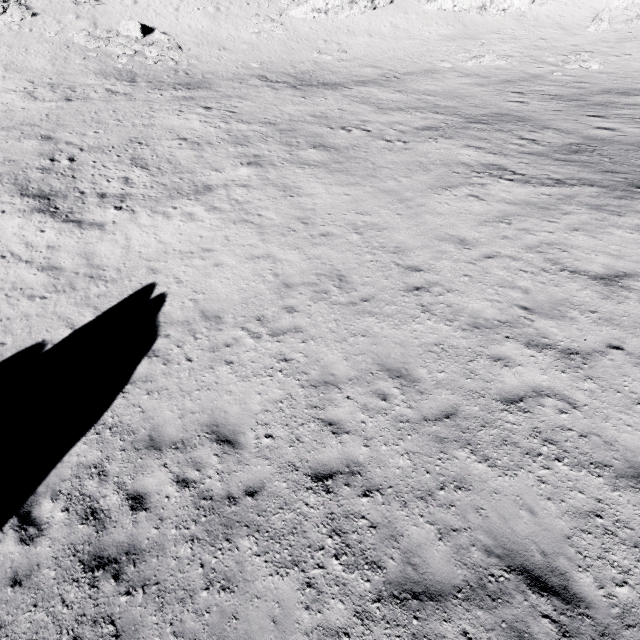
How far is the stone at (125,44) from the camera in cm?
3139

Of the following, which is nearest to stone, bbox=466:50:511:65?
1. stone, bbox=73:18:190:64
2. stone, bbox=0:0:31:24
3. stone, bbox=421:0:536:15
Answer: stone, bbox=421:0:536:15

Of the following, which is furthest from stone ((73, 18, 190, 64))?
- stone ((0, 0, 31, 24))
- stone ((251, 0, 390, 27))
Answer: stone ((251, 0, 390, 27))

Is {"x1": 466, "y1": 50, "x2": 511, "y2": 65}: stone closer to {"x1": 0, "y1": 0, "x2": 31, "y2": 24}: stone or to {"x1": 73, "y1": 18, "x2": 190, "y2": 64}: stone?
{"x1": 73, "y1": 18, "x2": 190, "y2": 64}: stone

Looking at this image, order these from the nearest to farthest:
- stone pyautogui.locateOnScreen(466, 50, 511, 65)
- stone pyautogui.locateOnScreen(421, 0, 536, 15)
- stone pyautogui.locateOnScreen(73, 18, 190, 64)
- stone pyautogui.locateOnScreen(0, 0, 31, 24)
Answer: stone pyautogui.locateOnScreen(466, 50, 511, 65) < stone pyautogui.locateOnScreen(73, 18, 190, 64) < stone pyautogui.locateOnScreen(0, 0, 31, 24) < stone pyautogui.locateOnScreen(421, 0, 536, 15)

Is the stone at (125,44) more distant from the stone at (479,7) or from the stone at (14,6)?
the stone at (479,7)

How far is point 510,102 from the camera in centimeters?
2306cm

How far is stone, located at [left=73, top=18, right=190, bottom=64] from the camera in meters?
31.4
